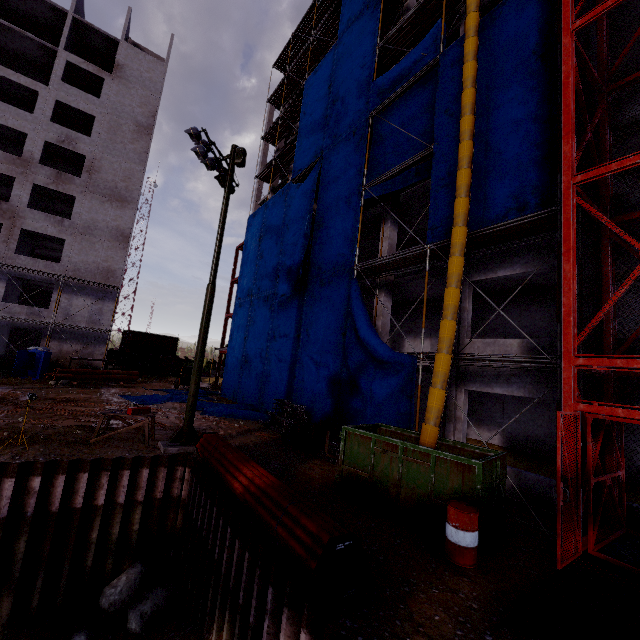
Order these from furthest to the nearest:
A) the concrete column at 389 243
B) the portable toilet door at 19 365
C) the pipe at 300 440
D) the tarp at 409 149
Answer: the portable toilet door at 19 365 → the concrete column at 389 243 → the tarp at 409 149 → the pipe at 300 440

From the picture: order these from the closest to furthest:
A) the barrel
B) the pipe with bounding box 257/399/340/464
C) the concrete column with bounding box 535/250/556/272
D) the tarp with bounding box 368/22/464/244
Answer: the barrel → the concrete column with bounding box 535/250/556/272 → the tarp with bounding box 368/22/464/244 → the pipe with bounding box 257/399/340/464

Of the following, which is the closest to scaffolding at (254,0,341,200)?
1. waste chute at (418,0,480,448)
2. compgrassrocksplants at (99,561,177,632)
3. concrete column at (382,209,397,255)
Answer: waste chute at (418,0,480,448)

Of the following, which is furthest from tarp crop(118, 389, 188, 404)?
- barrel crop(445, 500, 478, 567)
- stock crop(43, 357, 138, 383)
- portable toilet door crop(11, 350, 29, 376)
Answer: portable toilet door crop(11, 350, 29, 376)

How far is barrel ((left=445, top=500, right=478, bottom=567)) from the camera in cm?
573

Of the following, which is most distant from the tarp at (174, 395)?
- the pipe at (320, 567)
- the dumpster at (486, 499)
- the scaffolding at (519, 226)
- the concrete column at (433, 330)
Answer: the concrete column at (433, 330)

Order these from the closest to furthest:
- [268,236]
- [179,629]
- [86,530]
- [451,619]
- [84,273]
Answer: [451,619]
[179,629]
[86,530]
[268,236]
[84,273]

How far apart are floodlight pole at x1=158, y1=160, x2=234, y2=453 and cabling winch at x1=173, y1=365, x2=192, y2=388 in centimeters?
1721cm
